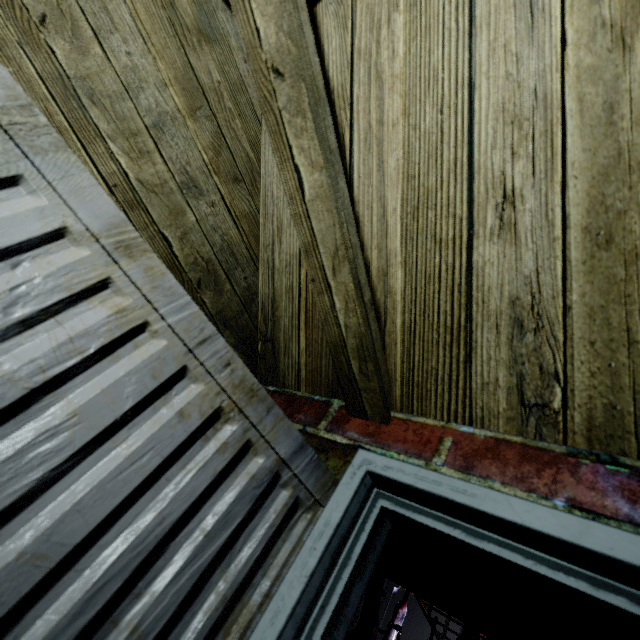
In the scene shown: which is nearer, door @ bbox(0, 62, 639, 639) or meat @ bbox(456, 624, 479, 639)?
door @ bbox(0, 62, 639, 639)

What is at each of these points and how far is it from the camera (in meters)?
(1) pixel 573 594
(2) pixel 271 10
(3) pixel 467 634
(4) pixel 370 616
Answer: (1) door, 0.37
(2) beam, 0.45
(3) meat, 1.19
(4) meat, 1.34

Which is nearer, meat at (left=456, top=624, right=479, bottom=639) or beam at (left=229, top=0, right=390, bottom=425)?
beam at (left=229, top=0, right=390, bottom=425)

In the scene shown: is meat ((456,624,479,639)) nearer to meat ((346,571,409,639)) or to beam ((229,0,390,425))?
meat ((346,571,409,639))

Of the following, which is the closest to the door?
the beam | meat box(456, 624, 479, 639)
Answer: the beam

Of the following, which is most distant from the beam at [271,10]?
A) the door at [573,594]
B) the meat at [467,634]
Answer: the meat at [467,634]

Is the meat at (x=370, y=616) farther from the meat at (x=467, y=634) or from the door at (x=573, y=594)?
the door at (x=573, y=594)
